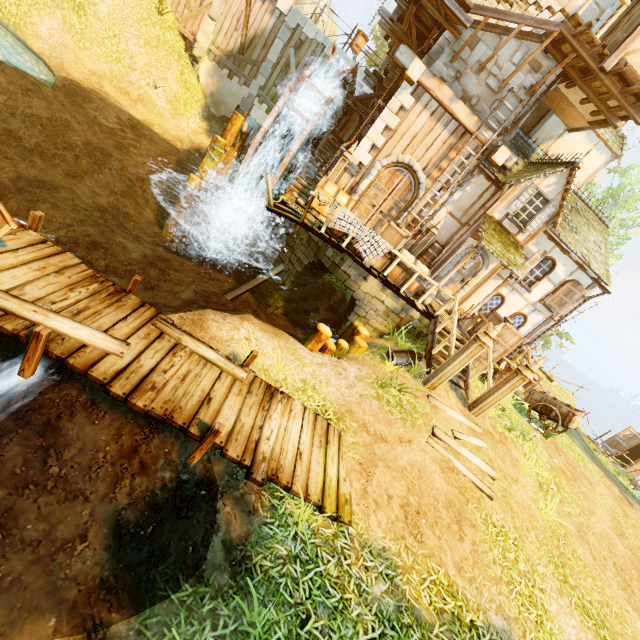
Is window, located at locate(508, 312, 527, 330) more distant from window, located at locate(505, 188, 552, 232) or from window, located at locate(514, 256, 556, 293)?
window, located at locate(505, 188, 552, 232)

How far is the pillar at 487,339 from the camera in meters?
8.2

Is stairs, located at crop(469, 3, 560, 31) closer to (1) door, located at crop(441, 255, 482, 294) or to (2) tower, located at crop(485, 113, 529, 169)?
(2) tower, located at crop(485, 113, 529, 169)

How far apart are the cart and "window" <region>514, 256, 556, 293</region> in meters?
4.1 m

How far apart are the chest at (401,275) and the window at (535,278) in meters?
5.3

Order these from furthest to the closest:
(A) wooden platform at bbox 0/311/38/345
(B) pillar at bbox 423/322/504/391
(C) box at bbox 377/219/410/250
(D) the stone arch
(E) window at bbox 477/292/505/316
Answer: (E) window at bbox 477/292/505/316, (D) the stone arch, (C) box at bbox 377/219/410/250, (B) pillar at bbox 423/322/504/391, (A) wooden platform at bbox 0/311/38/345

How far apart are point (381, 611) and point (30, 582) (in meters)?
4.00

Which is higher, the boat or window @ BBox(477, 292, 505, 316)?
window @ BBox(477, 292, 505, 316)
